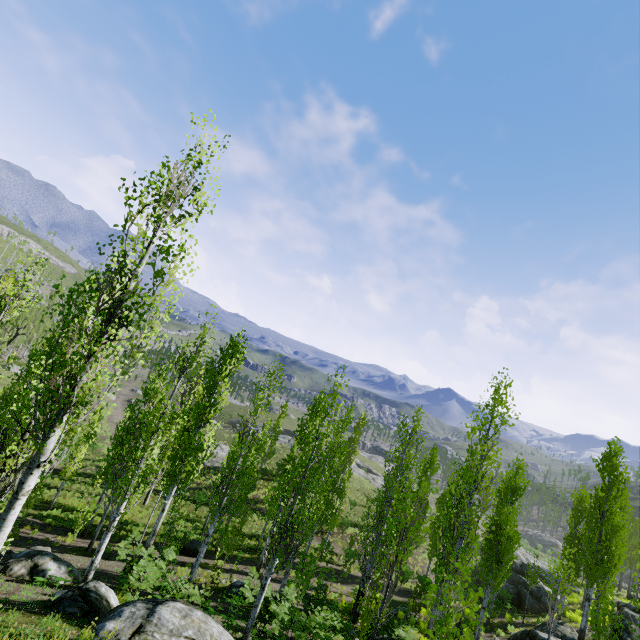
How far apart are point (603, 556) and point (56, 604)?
24.32m

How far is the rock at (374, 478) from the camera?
56.7 meters

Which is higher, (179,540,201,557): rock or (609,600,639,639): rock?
(609,600,639,639): rock

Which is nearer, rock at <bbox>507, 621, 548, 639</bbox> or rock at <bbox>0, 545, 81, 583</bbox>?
rock at <bbox>0, 545, 81, 583</bbox>

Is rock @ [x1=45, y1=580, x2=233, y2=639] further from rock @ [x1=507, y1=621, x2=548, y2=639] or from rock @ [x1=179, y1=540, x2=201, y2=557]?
rock @ [x1=179, y1=540, x2=201, y2=557]

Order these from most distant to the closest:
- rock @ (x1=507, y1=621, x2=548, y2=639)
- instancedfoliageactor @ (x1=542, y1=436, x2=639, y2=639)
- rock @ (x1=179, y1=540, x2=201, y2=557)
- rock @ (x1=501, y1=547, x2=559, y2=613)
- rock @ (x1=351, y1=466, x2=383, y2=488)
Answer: rock @ (x1=351, y1=466, x2=383, y2=488), rock @ (x1=501, y1=547, x2=559, y2=613), rock @ (x1=179, y1=540, x2=201, y2=557), rock @ (x1=507, y1=621, x2=548, y2=639), instancedfoliageactor @ (x1=542, y1=436, x2=639, y2=639)

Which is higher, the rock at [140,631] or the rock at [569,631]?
the rock at [140,631]

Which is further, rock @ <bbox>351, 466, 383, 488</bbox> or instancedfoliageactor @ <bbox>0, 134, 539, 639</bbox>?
rock @ <bbox>351, 466, 383, 488</bbox>
